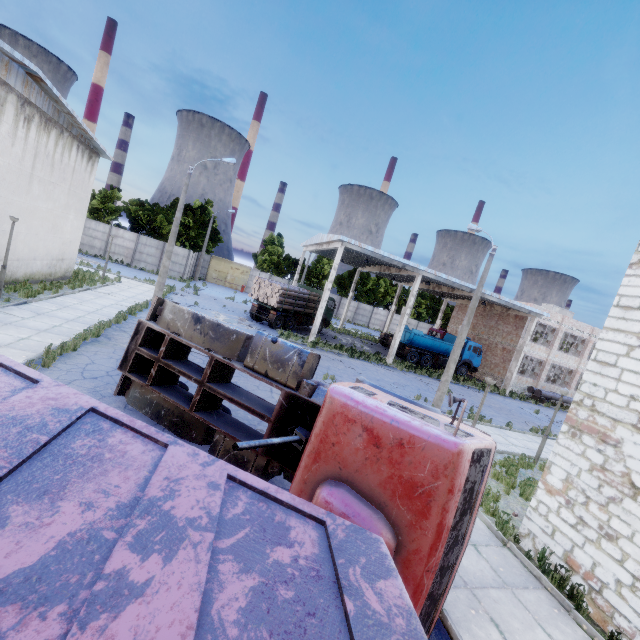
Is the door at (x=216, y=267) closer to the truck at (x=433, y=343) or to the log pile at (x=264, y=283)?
the truck at (x=433, y=343)

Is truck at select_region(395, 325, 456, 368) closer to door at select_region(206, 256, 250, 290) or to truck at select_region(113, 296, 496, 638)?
truck at select_region(113, 296, 496, 638)

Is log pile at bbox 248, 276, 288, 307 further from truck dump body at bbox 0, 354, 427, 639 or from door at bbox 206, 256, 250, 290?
truck dump body at bbox 0, 354, 427, 639

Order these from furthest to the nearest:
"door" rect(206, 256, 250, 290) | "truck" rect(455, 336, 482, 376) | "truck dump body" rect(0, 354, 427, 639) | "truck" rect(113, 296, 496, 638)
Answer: "door" rect(206, 256, 250, 290) < "truck" rect(455, 336, 482, 376) < "truck" rect(113, 296, 496, 638) < "truck dump body" rect(0, 354, 427, 639)

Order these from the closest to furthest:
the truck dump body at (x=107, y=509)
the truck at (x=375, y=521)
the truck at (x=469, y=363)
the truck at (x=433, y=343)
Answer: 1. the truck dump body at (x=107, y=509)
2. the truck at (x=375, y=521)
3. the truck at (x=433, y=343)
4. the truck at (x=469, y=363)

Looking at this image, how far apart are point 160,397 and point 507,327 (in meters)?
34.23

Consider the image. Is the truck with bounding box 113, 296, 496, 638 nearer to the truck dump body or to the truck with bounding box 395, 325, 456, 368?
the truck dump body
